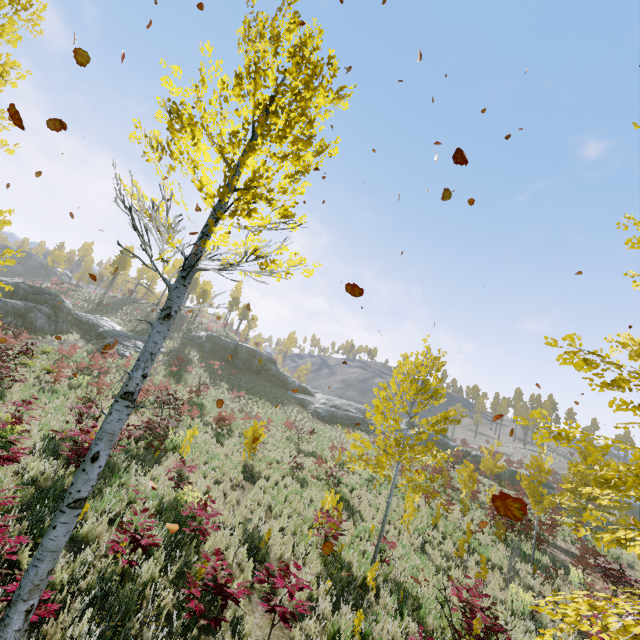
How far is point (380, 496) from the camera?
16.2 meters

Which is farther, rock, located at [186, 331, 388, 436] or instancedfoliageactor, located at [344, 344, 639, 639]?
rock, located at [186, 331, 388, 436]

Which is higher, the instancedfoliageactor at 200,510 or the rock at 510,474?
the rock at 510,474

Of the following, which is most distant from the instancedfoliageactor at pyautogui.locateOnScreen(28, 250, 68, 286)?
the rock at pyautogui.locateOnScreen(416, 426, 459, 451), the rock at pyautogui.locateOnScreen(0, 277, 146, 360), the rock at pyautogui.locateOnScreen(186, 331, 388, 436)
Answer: the rock at pyautogui.locateOnScreen(186, 331, 388, 436)

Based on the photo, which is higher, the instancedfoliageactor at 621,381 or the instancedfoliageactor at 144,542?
the instancedfoliageactor at 621,381

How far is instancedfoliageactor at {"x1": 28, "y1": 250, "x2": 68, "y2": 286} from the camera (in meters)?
50.12

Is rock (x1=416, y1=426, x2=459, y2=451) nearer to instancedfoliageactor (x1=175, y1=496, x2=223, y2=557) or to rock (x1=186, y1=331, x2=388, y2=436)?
rock (x1=186, y1=331, x2=388, y2=436)
